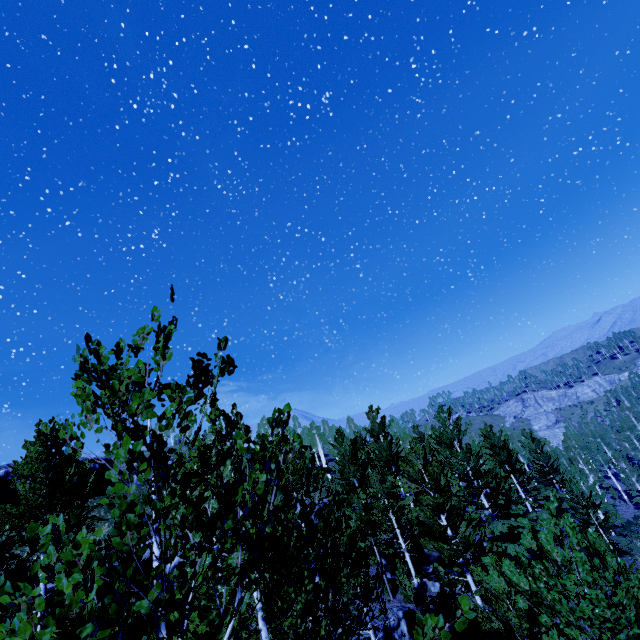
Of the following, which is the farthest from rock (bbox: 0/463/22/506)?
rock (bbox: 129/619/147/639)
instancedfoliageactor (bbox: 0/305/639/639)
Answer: rock (bbox: 129/619/147/639)

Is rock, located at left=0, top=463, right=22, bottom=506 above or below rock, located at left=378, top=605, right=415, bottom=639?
above

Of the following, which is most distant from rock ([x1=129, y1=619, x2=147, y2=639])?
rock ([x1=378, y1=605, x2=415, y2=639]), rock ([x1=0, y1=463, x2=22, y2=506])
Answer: rock ([x1=0, y1=463, x2=22, y2=506])

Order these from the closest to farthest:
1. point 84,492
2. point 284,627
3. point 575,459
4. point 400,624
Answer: point 284,627 < point 400,624 < point 84,492 < point 575,459

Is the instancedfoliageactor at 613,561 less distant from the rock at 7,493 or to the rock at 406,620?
the rock at 406,620

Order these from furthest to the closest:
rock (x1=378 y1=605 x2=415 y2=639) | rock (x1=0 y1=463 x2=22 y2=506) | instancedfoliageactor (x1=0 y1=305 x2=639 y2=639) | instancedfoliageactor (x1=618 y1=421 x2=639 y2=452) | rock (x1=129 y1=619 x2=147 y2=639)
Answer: instancedfoliageactor (x1=618 y1=421 x2=639 y2=452)
rock (x1=0 y1=463 x2=22 y2=506)
rock (x1=378 y1=605 x2=415 y2=639)
rock (x1=129 y1=619 x2=147 y2=639)
instancedfoliageactor (x1=0 y1=305 x2=639 y2=639)

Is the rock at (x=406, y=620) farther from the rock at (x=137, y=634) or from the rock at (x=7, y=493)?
the rock at (x=7, y=493)
